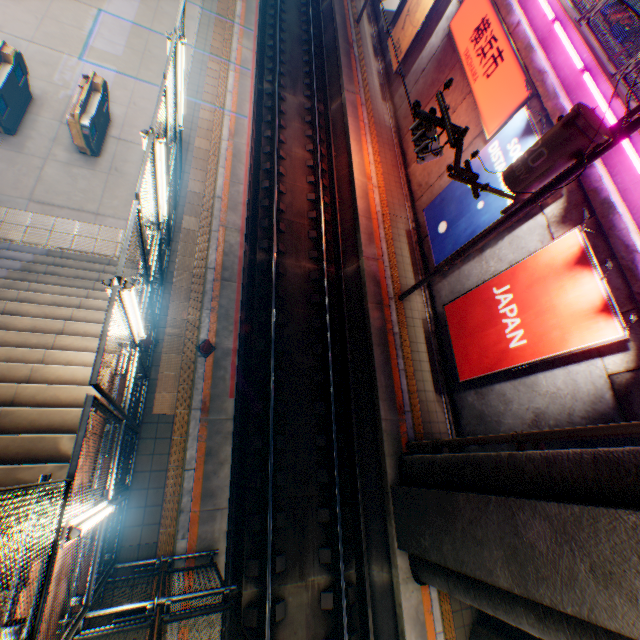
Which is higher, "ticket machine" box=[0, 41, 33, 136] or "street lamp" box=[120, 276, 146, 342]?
"street lamp" box=[120, 276, 146, 342]

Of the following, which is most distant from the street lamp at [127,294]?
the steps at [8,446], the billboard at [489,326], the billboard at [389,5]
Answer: the billboard at [389,5]

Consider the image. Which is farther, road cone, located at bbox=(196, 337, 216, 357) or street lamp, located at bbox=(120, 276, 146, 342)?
road cone, located at bbox=(196, 337, 216, 357)

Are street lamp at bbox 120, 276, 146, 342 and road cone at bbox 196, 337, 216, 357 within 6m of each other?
→ yes

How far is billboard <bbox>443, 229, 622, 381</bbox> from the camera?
6.9 meters

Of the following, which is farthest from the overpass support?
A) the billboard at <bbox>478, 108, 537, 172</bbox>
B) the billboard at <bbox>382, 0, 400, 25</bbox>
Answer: the billboard at <bbox>478, 108, 537, 172</bbox>

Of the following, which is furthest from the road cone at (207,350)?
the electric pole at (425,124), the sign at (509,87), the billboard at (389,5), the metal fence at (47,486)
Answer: the billboard at (389,5)

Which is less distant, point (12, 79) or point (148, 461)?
point (148, 461)
